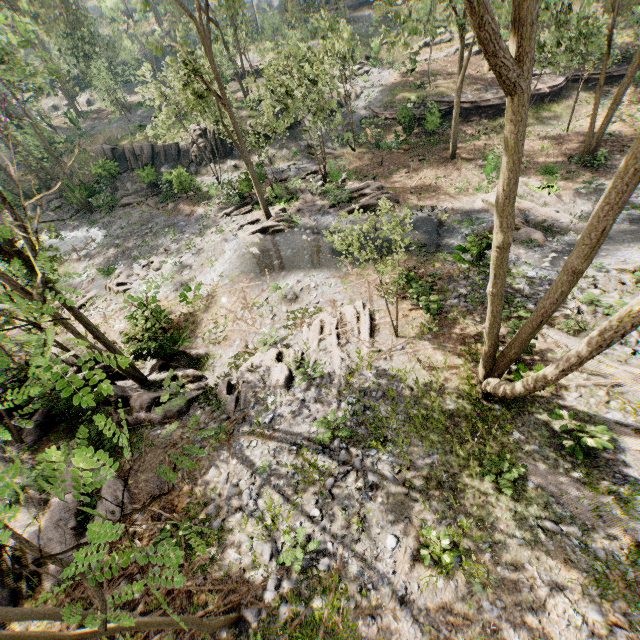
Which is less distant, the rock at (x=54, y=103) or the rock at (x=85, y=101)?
the rock at (x=85, y=101)

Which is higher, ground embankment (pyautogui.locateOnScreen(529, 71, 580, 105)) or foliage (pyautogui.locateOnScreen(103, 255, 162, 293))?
ground embankment (pyautogui.locateOnScreen(529, 71, 580, 105))

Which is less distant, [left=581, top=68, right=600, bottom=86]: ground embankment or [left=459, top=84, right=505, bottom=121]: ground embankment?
[left=581, top=68, right=600, bottom=86]: ground embankment

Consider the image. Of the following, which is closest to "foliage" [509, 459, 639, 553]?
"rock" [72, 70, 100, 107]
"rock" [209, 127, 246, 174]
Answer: "rock" [209, 127, 246, 174]

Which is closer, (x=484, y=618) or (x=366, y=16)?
(x=484, y=618)

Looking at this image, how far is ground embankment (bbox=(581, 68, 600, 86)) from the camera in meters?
26.7

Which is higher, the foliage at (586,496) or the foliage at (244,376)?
the foliage at (586,496)

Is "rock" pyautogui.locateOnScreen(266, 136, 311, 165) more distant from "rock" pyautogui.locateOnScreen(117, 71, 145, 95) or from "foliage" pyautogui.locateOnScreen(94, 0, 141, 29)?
"rock" pyautogui.locateOnScreen(117, 71, 145, 95)
